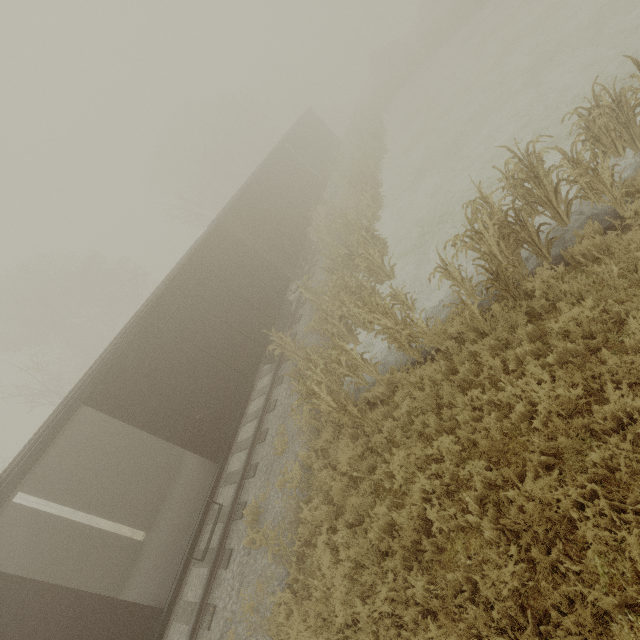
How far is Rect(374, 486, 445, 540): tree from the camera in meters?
4.8 m

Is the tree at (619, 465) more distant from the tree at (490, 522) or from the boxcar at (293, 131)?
the boxcar at (293, 131)

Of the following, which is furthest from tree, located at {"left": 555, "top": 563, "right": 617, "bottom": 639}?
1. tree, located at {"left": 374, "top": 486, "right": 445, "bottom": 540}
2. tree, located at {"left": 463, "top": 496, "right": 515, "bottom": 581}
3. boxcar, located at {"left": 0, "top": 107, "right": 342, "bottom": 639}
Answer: boxcar, located at {"left": 0, "top": 107, "right": 342, "bottom": 639}

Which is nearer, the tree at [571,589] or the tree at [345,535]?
the tree at [571,589]

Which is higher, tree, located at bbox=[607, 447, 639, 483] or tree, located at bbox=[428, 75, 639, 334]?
tree, located at bbox=[428, 75, 639, 334]

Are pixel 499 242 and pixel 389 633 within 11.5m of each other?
yes

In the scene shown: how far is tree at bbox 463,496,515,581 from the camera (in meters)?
3.71

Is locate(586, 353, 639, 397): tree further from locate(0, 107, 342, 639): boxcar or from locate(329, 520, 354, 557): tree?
locate(0, 107, 342, 639): boxcar
